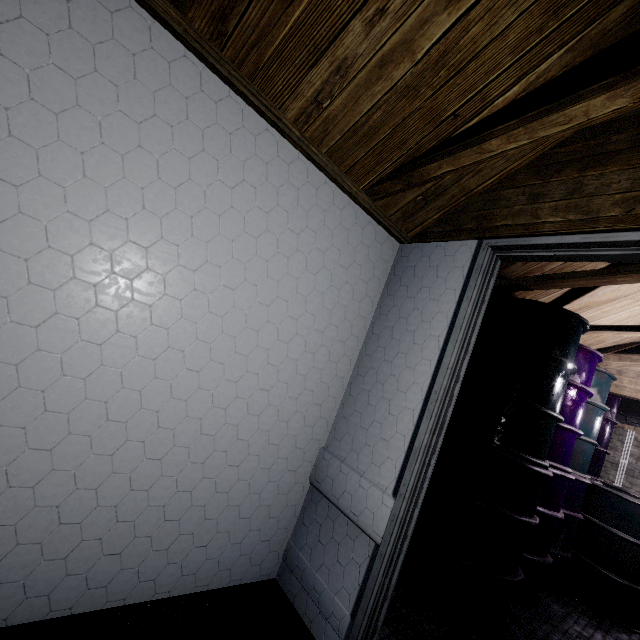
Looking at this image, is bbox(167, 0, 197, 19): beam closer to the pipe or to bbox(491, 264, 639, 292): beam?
bbox(491, 264, 639, 292): beam

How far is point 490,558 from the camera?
2.0m

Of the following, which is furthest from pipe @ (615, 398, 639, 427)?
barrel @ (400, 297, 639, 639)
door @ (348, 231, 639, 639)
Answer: door @ (348, 231, 639, 639)

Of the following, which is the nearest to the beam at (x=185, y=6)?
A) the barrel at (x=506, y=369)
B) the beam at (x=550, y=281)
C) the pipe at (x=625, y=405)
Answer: the beam at (x=550, y=281)

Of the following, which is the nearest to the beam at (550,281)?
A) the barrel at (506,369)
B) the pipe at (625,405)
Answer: → the barrel at (506,369)

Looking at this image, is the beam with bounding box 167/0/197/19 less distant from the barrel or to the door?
the door

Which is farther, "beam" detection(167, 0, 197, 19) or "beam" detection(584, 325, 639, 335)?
"beam" detection(584, 325, 639, 335)

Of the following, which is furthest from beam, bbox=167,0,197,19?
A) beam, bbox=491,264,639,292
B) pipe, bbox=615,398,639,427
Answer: pipe, bbox=615,398,639,427
